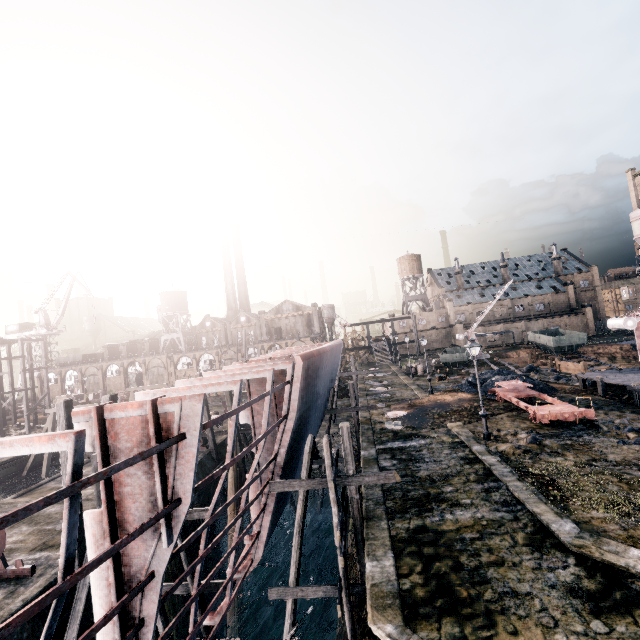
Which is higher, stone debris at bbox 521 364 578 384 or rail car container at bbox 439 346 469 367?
rail car container at bbox 439 346 469 367

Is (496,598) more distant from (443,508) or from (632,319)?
(632,319)

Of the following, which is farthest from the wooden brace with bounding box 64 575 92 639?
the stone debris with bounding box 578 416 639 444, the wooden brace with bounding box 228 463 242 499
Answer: the stone debris with bounding box 578 416 639 444

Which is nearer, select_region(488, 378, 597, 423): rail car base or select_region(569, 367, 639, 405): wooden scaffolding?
select_region(488, 378, 597, 423): rail car base

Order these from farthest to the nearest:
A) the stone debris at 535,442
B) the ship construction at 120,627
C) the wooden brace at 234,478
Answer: the wooden brace at 234,478
the stone debris at 535,442
the ship construction at 120,627

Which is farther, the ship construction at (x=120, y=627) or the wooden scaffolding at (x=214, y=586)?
the wooden scaffolding at (x=214, y=586)

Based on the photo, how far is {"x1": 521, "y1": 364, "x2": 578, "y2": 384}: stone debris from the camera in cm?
3250

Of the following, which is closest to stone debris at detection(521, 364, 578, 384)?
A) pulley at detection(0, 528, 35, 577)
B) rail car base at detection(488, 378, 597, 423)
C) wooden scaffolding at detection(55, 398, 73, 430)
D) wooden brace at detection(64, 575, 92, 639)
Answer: rail car base at detection(488, 378, 597, 423)
